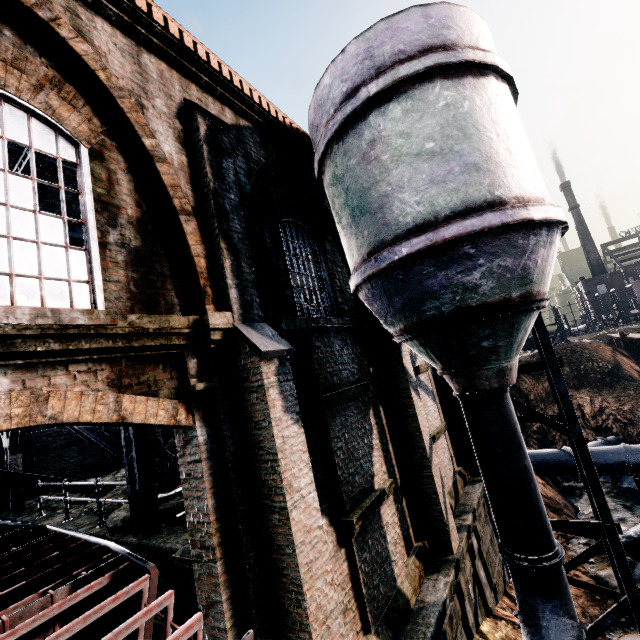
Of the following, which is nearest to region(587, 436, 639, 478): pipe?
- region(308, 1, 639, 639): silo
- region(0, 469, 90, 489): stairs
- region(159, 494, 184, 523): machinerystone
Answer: Answer: region(308, 1, 639, 639): silo

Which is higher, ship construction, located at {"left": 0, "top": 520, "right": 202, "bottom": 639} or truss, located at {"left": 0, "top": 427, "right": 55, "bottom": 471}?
truss, located at {"left": 0, "top": 427, "right": 55, "bottom": 471}

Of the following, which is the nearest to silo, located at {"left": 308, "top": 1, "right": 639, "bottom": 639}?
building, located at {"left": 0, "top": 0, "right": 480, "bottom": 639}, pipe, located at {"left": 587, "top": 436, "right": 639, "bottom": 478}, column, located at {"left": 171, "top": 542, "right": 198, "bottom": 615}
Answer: building, located at {"left": 0, "top": 0, "right": 480, "bottom": 639}

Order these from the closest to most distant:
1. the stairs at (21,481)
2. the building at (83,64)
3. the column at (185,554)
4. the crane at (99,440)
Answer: the building at (83,64) → the column at (185,554) → the crane at (99,440) → the stairs at (21,481)

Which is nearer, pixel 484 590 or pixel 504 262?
pixel 504 262

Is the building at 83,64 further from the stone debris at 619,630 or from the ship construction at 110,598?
the stone debris at 619,630

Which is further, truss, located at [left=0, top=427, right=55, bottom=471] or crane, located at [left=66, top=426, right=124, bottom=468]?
truss, located at [left=0, top=427, right=55, bottom=471]

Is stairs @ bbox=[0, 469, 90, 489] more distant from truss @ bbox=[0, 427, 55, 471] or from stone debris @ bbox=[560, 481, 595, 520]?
stone debris @ bbox=[560, 481, 595, 520]
